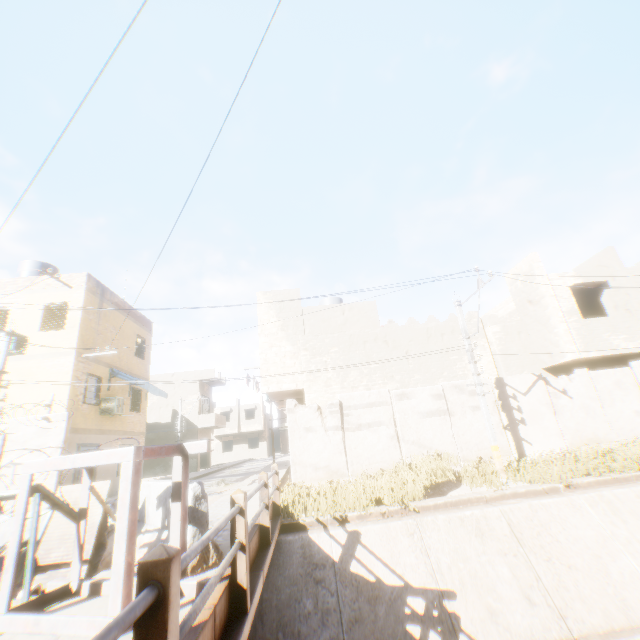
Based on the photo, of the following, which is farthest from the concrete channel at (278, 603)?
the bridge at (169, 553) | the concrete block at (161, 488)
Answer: the concrete block at (161, 488)

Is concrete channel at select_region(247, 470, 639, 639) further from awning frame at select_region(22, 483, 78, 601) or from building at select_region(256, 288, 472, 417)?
awning frame at select_region(22, 483, 78, 601)

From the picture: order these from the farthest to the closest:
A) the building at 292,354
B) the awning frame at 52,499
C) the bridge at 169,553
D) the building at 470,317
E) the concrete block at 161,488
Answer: the building at 470,317 → the building at 292,354 → the concrete block at 161,488 → the awning frame at 52,499 → the bridge at 169,553

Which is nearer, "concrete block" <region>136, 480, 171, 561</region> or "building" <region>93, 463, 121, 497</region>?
"concrete block" <region>136, 480, 171, 561</region>

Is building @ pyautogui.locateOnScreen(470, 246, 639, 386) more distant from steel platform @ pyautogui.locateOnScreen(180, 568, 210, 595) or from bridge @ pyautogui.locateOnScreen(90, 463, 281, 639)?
steel platform @ pyautogui.locateOnScreen(180, 568, 210, 595)

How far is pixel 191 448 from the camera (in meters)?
4.09

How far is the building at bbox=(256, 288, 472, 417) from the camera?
14.3 meters

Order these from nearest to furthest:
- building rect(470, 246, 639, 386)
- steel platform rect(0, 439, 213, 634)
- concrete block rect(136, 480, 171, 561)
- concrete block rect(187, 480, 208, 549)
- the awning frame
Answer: steel platform rect(0, 439, 213, 634) → the awning frame → concrete block rect(187, 480, 208, 549) → concrete block rect(136, 480, 171, 561) → building rect(470, 246, 639, 386)
